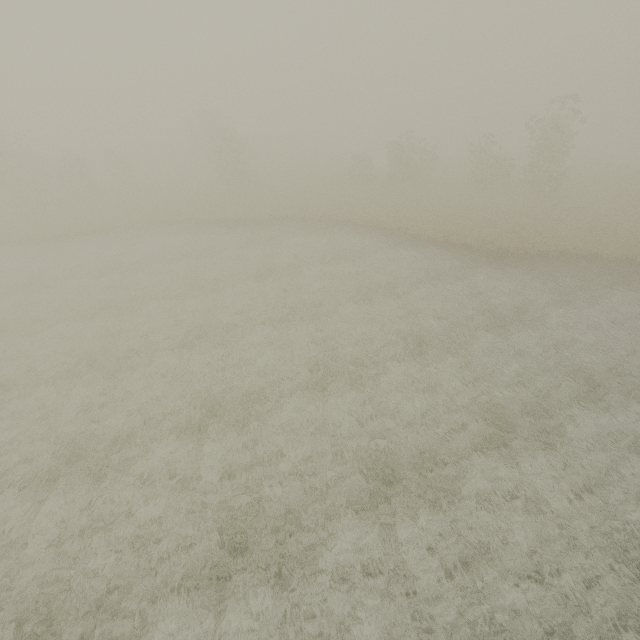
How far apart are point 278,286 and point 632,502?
18.3m
